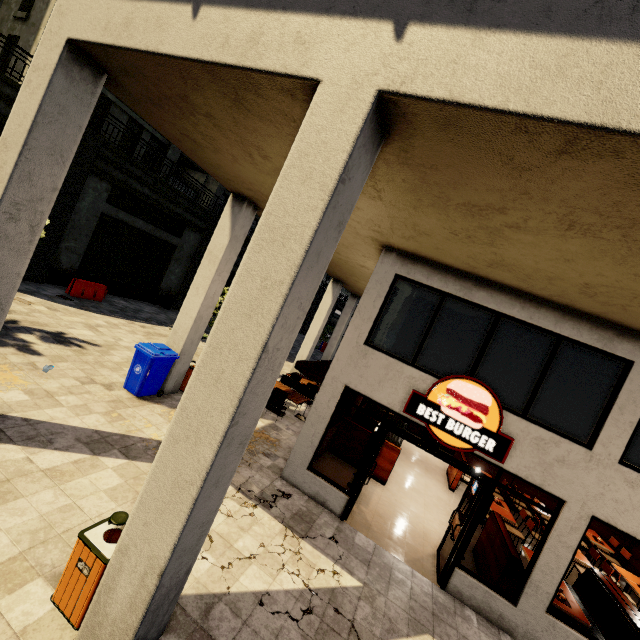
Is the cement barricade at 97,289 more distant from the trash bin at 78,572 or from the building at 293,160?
the trash bin at 78,572

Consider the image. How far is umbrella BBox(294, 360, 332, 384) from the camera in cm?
1102

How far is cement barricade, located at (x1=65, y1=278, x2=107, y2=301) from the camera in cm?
1442

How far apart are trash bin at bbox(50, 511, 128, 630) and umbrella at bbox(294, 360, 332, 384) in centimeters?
745cm

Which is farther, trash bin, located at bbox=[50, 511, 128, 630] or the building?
trash bin, located at bbox=[50, 511, 128, 630]

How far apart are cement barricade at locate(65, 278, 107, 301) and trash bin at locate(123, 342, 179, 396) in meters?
8.5

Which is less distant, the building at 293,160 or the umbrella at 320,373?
the building at 293,160

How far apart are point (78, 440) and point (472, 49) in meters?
7.9
